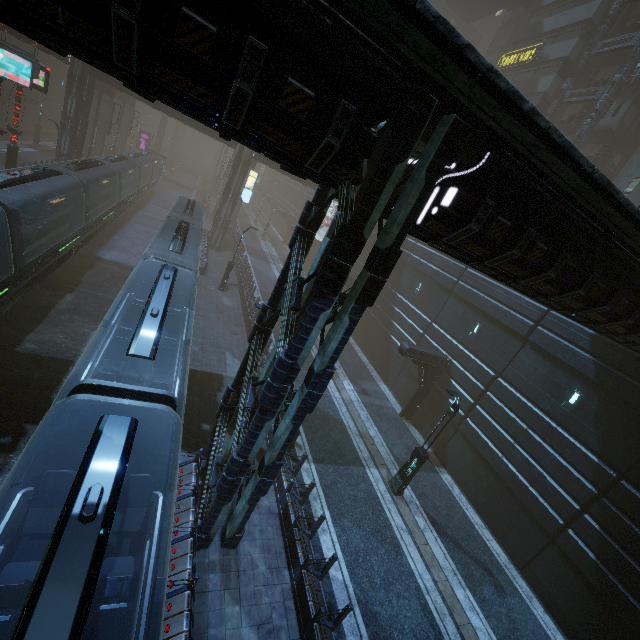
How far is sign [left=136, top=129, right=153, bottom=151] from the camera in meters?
57.8 m

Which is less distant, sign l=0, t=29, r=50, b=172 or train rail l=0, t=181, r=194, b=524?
train rail l=0, t=181, r=194, b=524

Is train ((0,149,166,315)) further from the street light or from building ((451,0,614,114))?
the street light

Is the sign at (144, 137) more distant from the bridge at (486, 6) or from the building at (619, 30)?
the bridge at (486, 6)

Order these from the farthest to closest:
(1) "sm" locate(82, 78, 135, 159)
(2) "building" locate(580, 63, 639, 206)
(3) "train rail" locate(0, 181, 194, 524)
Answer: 1. (1) "sm" locate(82, 78, 135, 159)
2. (2) "building" locate(580, 63, 639, 206)
3. (3) "train rail" locate(0, 181, 194, 524)

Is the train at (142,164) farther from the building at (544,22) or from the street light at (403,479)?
the street light at (403,479)

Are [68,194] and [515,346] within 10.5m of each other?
no

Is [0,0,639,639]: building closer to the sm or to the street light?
the sm
